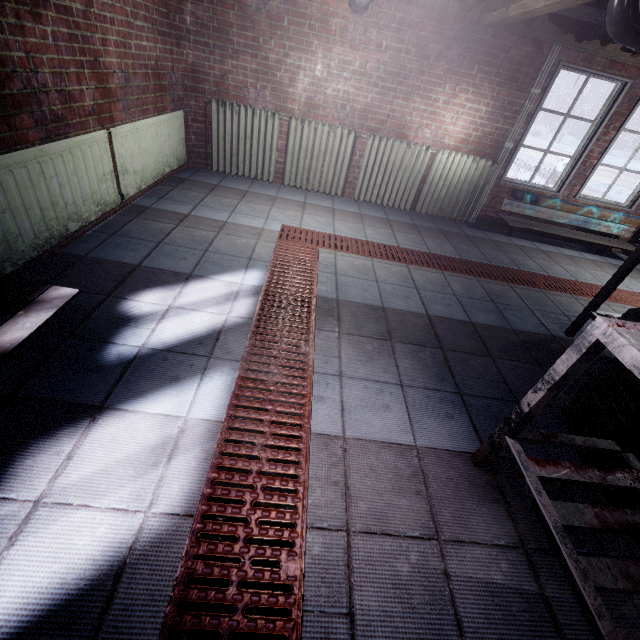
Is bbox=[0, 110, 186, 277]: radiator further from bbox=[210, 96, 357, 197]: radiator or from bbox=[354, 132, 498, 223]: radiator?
bbox=[354, 132, 498, 223]: radiator

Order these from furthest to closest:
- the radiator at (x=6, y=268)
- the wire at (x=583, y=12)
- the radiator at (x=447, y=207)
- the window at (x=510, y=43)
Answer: the radiator at (x=447, y=207) < the window at (x=510, y=43) < the wire at (x=583, y=12) < the radiator at (x=6, y=268)

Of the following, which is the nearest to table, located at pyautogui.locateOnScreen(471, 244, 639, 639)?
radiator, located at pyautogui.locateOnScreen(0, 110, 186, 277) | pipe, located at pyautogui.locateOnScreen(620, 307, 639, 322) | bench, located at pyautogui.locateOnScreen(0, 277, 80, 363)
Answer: pipe, located at pyautogui.locateOnScreen(620, 307, 639, 322)

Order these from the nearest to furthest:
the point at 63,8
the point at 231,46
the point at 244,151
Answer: the point at 63,8, the point at 231,46, the point at 244,151

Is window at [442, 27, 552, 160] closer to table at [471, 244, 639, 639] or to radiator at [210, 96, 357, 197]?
radiator at [210, 96, 357, 197]

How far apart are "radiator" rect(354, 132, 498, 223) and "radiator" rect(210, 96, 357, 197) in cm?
6

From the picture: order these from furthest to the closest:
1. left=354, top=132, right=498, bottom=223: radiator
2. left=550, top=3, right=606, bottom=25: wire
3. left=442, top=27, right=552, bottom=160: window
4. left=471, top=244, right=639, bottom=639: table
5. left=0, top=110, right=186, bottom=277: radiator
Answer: left=354, top=132, right=498, bottom=223: radiator
left=442, top=27, right=552, bottom=160: window
left=550, top=3, right=606, bottom=25: wire
left=0, top=110, right=186, bottom=277: radiator
left=471, top=244, right=639, bottom=639: table

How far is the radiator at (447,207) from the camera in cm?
401
